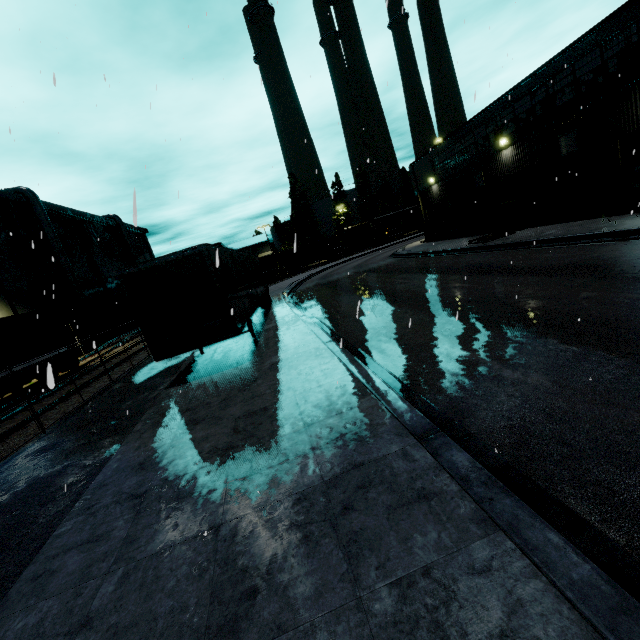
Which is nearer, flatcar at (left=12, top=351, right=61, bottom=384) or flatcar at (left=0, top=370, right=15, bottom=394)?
flatcar at (left=0, top=370, right=15, bottom=394)

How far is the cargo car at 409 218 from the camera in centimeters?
5894cm

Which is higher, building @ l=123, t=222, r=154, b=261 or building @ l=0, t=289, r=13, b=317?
building @ l=123, t=222, r=154, b=261

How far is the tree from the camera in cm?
3631

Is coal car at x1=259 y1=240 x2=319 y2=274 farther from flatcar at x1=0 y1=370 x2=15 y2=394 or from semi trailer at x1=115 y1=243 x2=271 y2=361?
flatcar at x1=0 y1=370 x2=15 y2=394

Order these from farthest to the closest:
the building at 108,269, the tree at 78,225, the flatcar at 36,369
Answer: the tree at 78,225 < the building at 108,269 < the flatcar at 36,369

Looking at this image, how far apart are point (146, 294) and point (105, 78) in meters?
6.9 m

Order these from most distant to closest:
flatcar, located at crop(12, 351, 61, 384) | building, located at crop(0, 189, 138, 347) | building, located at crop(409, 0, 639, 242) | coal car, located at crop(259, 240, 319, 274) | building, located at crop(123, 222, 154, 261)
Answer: coal car, located at crop(259, 240, 319, 274) → building, located at crop(123, 222, 154, 261) → building, located at crop(0, 189, 138, 347) → flatcar, located at crop(12, 351, 61, 384) → building, located at crop(409, 0, 639, 242)
